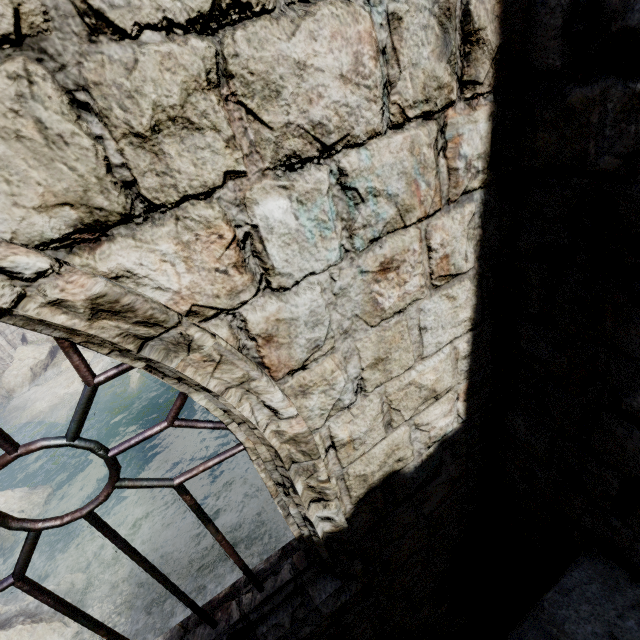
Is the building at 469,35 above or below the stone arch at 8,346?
above

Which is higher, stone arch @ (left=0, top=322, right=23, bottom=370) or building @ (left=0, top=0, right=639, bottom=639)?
building @ (left=0, top=0, right=639, bottom=639)

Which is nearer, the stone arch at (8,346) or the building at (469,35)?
the building at (469,35)

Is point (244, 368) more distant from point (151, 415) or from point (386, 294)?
point (151, 415)

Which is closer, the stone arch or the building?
the building
